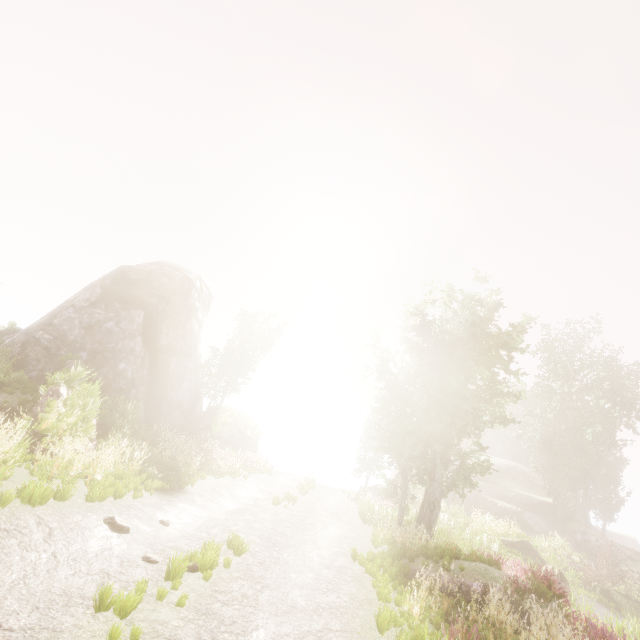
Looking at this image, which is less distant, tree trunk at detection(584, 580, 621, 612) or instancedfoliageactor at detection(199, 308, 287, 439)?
tree trunk at detection(584, 580, 621, 612)

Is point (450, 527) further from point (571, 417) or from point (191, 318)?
point (571, 417)

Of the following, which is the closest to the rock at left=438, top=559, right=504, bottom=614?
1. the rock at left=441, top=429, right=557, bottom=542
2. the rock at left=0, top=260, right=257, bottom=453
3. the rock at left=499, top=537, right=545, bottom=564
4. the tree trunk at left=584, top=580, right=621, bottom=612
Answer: the rock at left=499, top=537, right=545, bottom=564

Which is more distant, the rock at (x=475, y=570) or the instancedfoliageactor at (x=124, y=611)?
the rock at (x=475, y=570)

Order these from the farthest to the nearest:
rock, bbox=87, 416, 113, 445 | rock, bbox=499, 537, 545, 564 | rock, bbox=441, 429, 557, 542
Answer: rock, bbox=441, 429, 557, 542, rock, bbox=499, 537, 545, 564, rock, bbox=87, 416, 113, 445

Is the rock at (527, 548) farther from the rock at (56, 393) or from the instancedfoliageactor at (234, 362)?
the rock at (56, 393)

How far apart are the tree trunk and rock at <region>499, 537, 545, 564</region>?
1.9m
